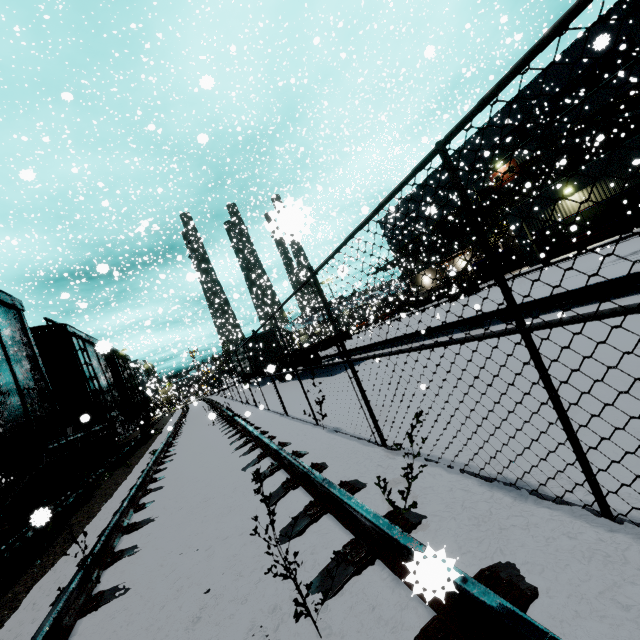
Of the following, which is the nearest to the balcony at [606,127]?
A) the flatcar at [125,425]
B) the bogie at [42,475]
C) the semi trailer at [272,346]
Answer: the semi trailer at [272,346]

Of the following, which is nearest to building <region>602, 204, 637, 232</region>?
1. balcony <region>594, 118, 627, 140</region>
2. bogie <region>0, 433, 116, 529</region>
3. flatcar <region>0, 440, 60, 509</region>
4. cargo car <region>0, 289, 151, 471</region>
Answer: balcony <region>594, 118, 627, 140</region>

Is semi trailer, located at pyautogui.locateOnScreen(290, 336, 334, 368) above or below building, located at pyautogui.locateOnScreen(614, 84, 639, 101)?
below

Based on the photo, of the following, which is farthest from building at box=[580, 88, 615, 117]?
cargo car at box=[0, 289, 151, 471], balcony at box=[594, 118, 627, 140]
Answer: cargo car at box=[0, 289, 151, 471]

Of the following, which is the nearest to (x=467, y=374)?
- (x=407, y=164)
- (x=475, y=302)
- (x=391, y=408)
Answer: (x=391, y=408)

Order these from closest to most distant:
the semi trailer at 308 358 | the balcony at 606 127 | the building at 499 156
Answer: the semi trailer at 308 358 < the balcony at 606 127 < the building at 499 156

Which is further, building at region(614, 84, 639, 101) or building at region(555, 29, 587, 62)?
building at region(555, 29, 587, 62)

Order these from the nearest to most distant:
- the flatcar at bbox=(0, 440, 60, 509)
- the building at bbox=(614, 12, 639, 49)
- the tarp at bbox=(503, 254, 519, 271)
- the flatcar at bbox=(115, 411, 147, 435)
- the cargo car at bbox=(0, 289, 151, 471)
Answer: the flatcar at bbox=(0, 440, 60, 509)
the cargo car at bbox=(0, 289, 151, 471)
the flatcar at bbox=(115, 411, 147, 435)
the building at bbox=(614, 12, 639, 49)
the tarp at bbox=(503, 254, 519, 271)
